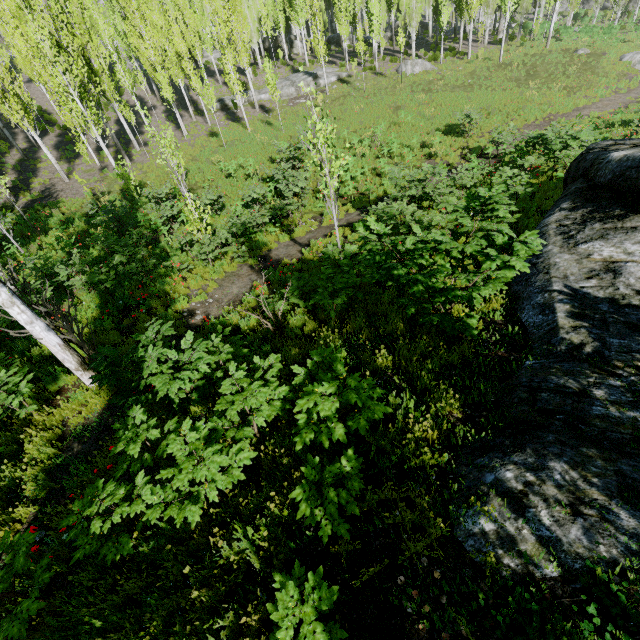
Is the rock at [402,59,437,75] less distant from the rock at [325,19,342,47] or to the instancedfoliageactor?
the instancedfoliageactor

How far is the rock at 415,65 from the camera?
31.2 meters

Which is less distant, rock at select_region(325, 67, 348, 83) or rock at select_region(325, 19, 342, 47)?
rock at select_region(325, 67, 348, 83)

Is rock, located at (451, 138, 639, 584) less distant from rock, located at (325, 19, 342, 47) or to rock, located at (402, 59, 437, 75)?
rock, located at (402, 59, 437, 75)

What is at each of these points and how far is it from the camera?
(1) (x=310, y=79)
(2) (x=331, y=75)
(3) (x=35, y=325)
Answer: (1) rock, 31.97m
(2) rock, 32.94m
(3) instancedfoliageactor, 5.63m

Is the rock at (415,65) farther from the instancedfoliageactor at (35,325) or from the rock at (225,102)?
the rock at (225,102)

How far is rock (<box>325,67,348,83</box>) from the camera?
32.6m

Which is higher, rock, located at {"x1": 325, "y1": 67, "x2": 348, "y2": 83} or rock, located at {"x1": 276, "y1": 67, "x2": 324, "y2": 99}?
rock, located at {"x1": 325, "y1": 67, "x2": 348, "y2": 83}
